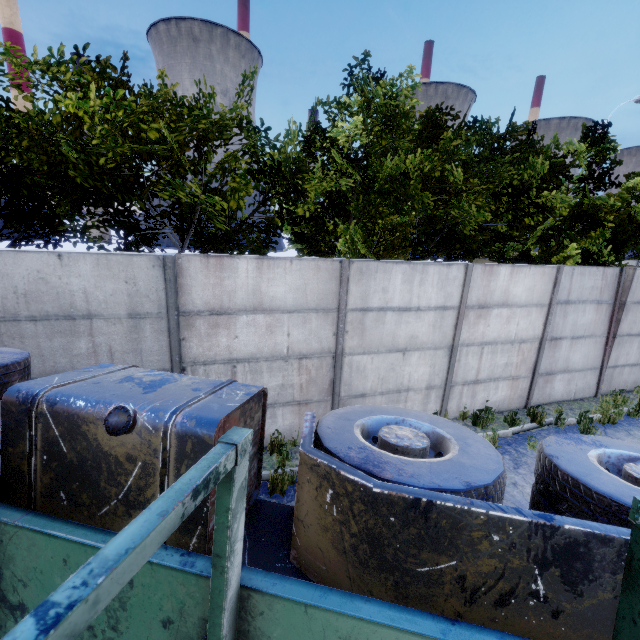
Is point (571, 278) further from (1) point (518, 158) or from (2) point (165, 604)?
(2) point (165, 604)
